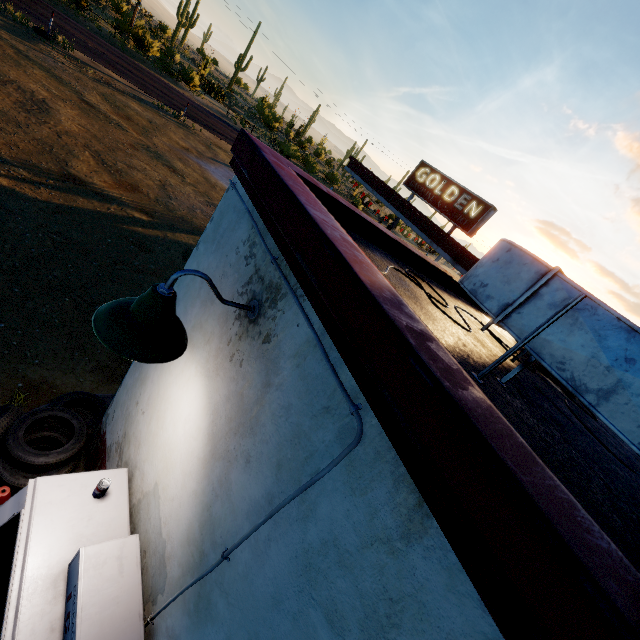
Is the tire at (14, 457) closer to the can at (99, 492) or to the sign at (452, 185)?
the can at (99, 492)

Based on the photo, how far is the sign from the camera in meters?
14.6 m

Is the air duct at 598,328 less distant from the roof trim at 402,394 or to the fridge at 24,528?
the roof trim at 402,394

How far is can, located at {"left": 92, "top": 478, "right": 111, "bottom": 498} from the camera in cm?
247

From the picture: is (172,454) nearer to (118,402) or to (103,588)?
(103,588)

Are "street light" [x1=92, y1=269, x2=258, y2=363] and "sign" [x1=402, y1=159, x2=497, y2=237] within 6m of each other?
no

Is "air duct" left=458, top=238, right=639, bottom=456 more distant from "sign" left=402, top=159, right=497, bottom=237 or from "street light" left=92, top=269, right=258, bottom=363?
"sign" left=402, top=159, right=497, bottom=237

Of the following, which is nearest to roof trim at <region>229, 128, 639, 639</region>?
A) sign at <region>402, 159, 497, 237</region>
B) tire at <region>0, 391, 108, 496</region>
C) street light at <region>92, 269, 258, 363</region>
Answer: street light at <region>92, 269, 258, 363</region>
